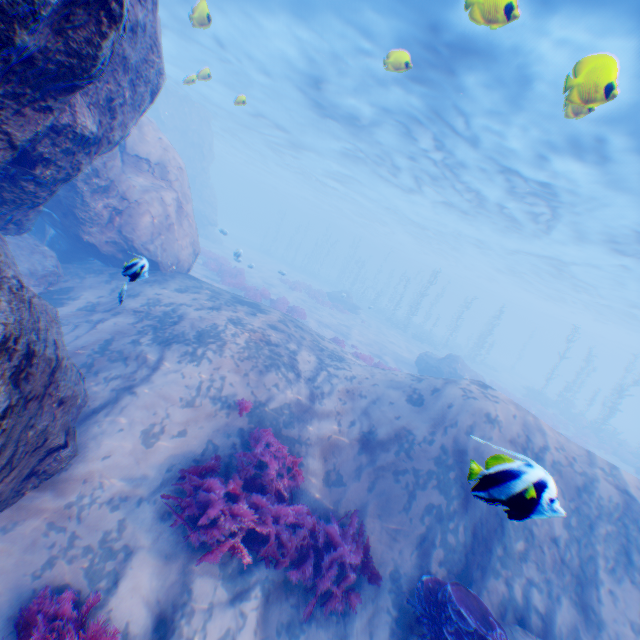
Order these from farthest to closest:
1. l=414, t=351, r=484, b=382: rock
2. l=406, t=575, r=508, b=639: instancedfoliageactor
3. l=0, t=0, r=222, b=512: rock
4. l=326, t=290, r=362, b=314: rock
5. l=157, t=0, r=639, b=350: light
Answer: l=326, t=290, r=362, b=314: rock < l=414, t=351, r=484, b=382: rock < l=157, t=0, r=639, b=350: light < l=406, t=575, r=508, b=639: instancedfoliageactor < l=0, t=0, r=222, b=512: rock

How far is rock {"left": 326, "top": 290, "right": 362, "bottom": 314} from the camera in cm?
3238

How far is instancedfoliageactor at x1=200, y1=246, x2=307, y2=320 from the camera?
19.75m

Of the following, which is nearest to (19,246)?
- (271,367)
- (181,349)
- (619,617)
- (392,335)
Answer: (181,349)

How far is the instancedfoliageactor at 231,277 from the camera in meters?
19.8

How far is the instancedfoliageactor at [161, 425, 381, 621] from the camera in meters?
4.6 m

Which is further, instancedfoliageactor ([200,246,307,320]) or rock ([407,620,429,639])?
instancedfoliageactor ([200,246,307,320])

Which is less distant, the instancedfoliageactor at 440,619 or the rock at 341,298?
the instancedfoliageactor at 440,619
